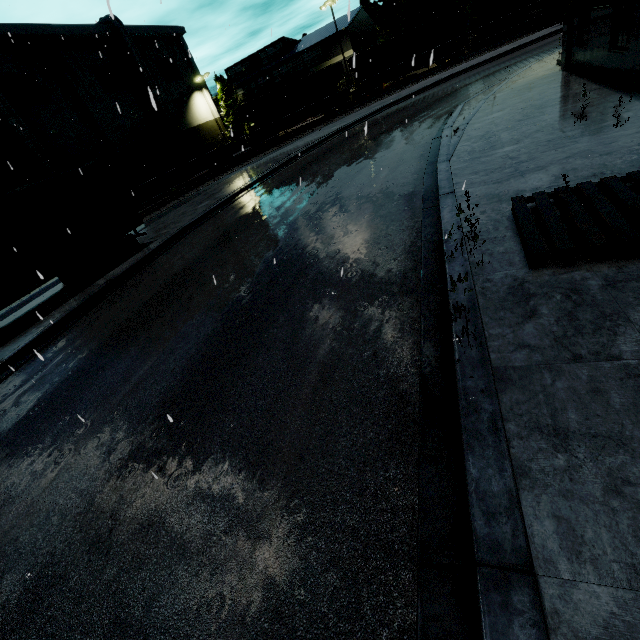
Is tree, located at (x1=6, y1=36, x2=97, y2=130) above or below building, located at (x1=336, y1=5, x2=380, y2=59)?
above

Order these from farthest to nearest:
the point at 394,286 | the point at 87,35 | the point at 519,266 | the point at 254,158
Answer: the point at 87,35, the point at 254,158, the point at 394,286, the point at 519,266

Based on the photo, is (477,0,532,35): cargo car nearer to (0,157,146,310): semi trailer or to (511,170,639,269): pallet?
(0,157,146,310): semi trailer

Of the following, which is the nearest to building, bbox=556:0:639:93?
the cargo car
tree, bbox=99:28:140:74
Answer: tree, bbox=99:28:140:74

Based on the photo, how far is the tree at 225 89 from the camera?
44.7m

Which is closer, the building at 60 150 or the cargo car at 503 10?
the building at 60 150

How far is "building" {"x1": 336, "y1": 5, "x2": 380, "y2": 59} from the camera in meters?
40.5

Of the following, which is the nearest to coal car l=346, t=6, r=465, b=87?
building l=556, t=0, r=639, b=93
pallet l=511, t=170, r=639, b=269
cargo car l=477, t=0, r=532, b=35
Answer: cargo car l=477, t=0, r=532, b=35
